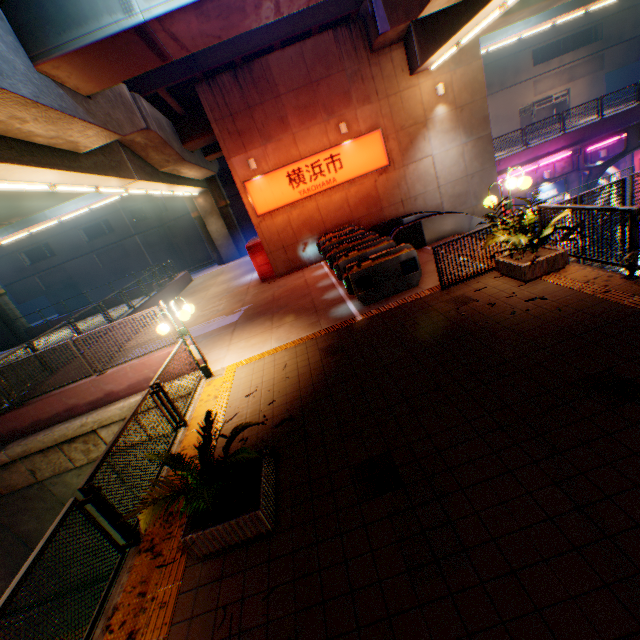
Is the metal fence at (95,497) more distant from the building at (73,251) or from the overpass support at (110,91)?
the building at (73,251)

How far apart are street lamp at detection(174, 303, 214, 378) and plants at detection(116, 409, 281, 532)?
3.53m

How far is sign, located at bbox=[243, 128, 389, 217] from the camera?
14.7m

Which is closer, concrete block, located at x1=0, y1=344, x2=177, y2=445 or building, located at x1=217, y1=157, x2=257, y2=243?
concrete block, located at x1=0, y1=344, x2=177, y2=445

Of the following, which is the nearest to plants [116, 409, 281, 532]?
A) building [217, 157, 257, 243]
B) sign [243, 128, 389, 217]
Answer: sign [243, 128, 389, 217]

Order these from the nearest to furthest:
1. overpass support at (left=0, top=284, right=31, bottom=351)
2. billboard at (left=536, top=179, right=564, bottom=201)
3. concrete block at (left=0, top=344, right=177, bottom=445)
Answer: concrete block at (left=0, top=344, right=177, bottom=445), billboard at (left=536, top=179, right=564, bottom=201), overpass support at (left=0, top=284, right=31, bottom=351)

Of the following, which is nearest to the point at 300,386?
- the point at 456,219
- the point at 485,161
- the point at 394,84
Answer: the point at 456,219

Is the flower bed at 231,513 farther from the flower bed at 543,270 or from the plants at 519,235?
the flower bed at 543,270
